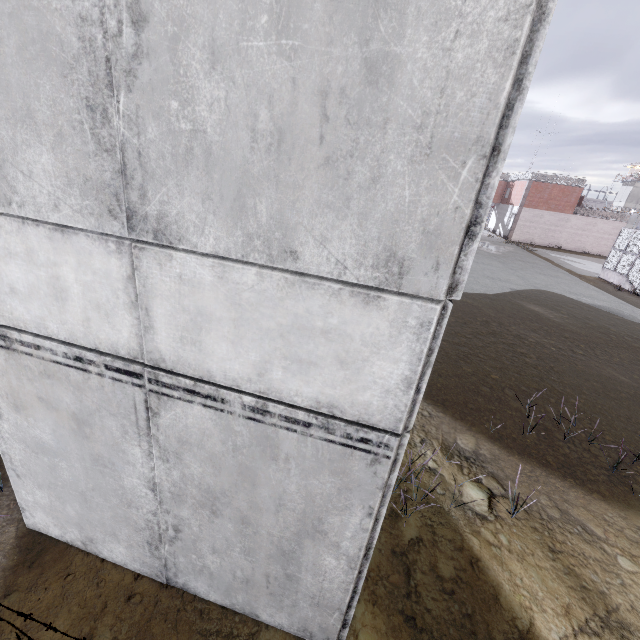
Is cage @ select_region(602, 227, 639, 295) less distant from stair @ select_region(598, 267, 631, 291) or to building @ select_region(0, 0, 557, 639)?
stair @ select_region(598, 267, 631, 291)

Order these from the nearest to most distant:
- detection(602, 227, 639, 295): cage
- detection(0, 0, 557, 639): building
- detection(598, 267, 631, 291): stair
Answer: detection(0, 0, 557, 639): building < detection(602, 227, 639, 295): cage < detection(598, 267, 631, 291): stair

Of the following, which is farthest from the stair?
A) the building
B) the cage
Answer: the building

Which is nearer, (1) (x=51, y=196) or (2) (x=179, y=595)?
(1) (x=51, y=196)

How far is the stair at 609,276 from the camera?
22.17m

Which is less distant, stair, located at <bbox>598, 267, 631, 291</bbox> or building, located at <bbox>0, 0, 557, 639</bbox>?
building, located at <bbox>0, 0, 557, 639</bbox>

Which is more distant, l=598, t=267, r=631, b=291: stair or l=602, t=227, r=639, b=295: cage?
l=598, t=267, r=631, b=291: stair

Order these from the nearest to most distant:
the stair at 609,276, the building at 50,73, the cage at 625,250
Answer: the building at 50,73
the cage at 625,250
the stair at 609,276
